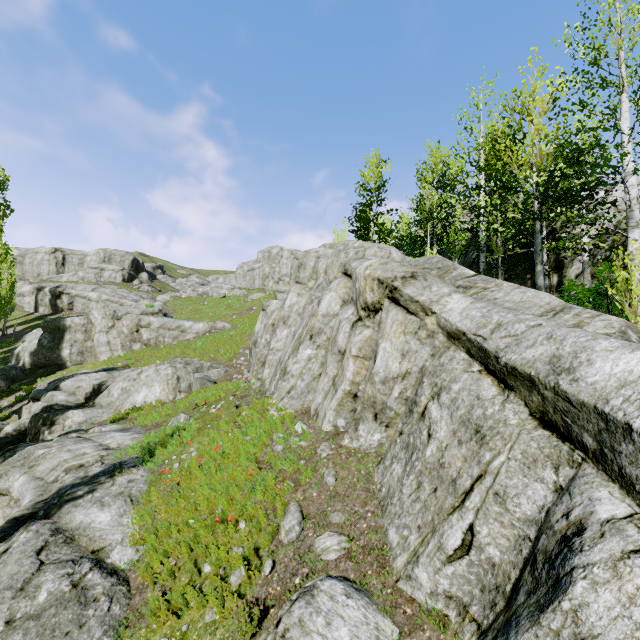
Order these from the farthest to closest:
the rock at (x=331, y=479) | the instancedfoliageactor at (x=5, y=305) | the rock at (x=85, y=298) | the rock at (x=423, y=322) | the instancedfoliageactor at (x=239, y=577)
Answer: the rock at (x=85, y=298)
the instancedfoliageactor at (x=5, y=305)
the rock at (x=331, y=479)
the instancedfoliageactor at (x=239, y=577)
the rock at (x=423, y=322)

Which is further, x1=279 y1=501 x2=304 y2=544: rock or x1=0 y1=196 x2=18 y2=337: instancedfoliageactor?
x1=0 y1=196 x2=18 y2=337: instancedfoliageactor

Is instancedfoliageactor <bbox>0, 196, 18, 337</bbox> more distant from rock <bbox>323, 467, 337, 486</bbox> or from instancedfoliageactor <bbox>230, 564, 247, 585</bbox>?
instancedfoliageactor <bbox>230, 564, 247, 585</bbox>

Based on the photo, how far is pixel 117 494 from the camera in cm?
746

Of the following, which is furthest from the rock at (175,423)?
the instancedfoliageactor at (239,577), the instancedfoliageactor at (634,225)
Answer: the instancedfoliageactor at (239,577)

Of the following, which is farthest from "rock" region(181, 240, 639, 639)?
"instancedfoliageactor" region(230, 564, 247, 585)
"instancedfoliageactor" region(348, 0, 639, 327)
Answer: "instancedfoliageactor" region(230, 564, 247, 585)

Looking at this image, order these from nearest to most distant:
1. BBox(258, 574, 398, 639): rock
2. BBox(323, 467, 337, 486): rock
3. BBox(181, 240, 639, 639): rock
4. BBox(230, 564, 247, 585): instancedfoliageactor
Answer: BBox(181, 240, 639, 639): rock < BBox(258, 574, 398, 639): rock < BBox(230, 564, 247, 585): instancedfoliageactor < BBox(323, 467, 337, 486): rock
